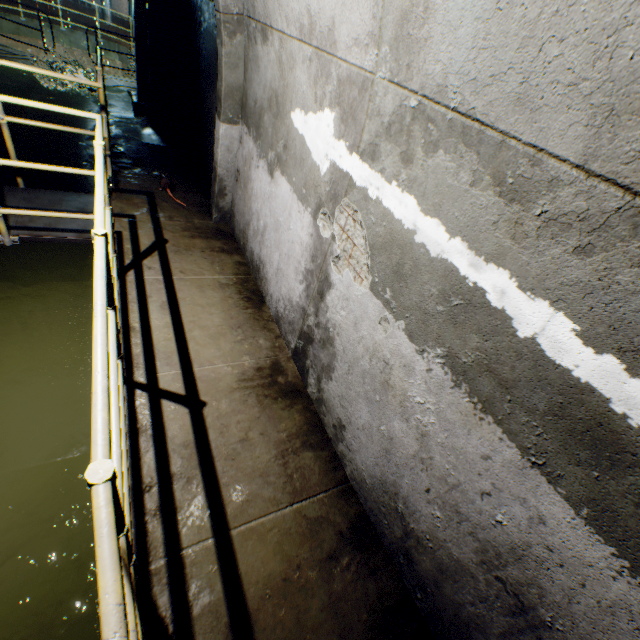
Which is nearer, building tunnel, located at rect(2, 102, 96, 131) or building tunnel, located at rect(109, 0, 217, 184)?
building tunnel, located at rect(109, 0, 217, 184)

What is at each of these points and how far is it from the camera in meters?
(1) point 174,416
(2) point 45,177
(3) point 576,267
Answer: (1) walkway, 2.3 m
(2) building tunnel, 5.8 m
(3) building tunnel, 1.0 m

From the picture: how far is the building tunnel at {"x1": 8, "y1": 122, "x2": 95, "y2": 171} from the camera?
6.2 meters

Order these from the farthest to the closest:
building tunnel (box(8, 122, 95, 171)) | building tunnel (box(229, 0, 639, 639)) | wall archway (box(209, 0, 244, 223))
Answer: building tunnel (box(8, 122, 95, 171)), wall archway (box(209, 0, 244, 223)), building tunnel (box(229, 0, 639, 639))

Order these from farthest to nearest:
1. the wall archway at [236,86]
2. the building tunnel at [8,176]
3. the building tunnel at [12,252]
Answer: the building tunnel at [8,176], the wall archway at [236,86], the building tunnel at [12,252]

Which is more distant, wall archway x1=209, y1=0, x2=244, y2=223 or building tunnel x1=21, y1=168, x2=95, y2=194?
building tunnel x1=21, y1=168, x2=95, y2=194

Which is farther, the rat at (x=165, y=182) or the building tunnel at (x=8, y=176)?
the building tunnel at (x=8, y=176)
